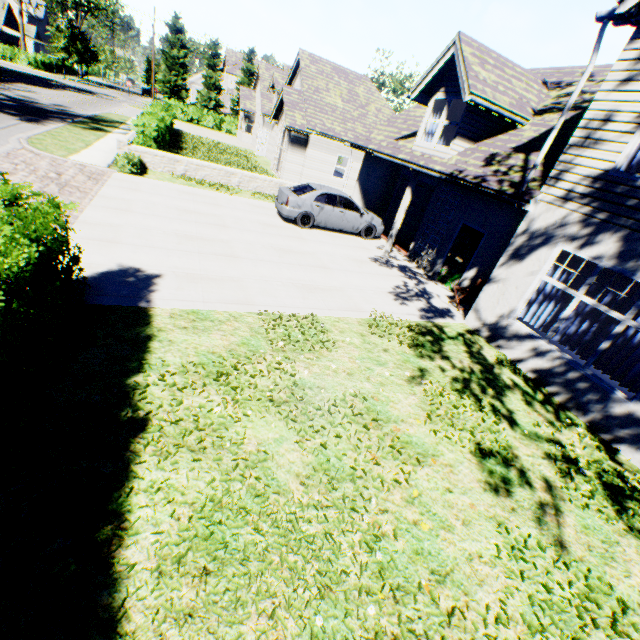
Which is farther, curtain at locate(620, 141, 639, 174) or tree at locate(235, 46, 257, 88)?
tree at locate(235, 46, 257, 88)

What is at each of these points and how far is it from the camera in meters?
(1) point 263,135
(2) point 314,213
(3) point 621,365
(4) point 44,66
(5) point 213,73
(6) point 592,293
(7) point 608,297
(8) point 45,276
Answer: (1) door, 30.1
(2) car, 12.8
(3) curtain, 6.2
(4) hedge, 45.2
(5) tree, 51.6
(6) curtain, 6.8
(7) curtain, 6.5
(8) hedge, 3.9

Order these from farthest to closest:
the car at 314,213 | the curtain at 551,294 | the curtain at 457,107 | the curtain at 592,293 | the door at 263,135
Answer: the door at 263,135 < the car at 314,213 < the curtain at 457,107 < the curtain at 551,294 < the curtain at 592,293

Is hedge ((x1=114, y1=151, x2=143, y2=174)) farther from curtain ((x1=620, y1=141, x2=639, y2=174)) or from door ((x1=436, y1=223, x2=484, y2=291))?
curtain ((x1=620, y1=141, x2=639, y2=174))

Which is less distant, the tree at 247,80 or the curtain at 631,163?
the curtain at 631,163

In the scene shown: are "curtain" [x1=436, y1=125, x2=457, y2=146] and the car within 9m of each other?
yes

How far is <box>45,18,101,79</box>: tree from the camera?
43.28m

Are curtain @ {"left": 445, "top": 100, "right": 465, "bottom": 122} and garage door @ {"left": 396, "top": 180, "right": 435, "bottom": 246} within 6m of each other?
yes
